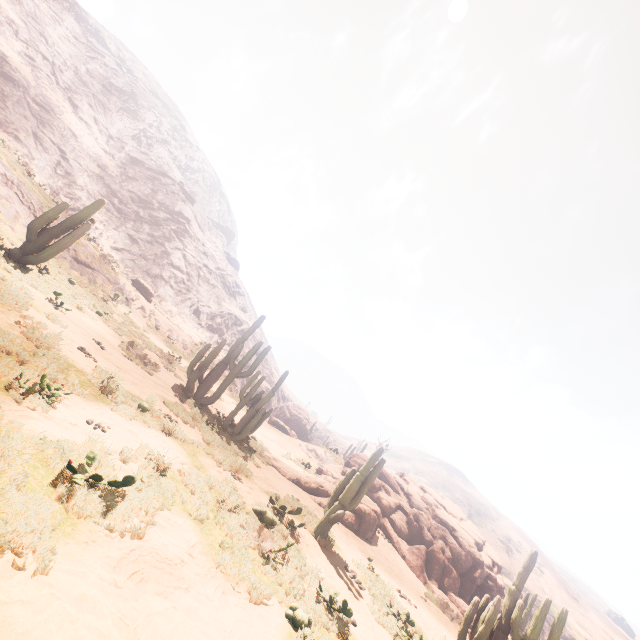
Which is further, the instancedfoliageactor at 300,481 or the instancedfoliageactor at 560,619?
the instancedfoliageactor at 300,481

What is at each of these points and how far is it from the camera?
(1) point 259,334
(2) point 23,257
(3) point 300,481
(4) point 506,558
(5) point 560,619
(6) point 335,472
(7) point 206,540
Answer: (1) z, 56.7 meters
(2) instancedfoliageactor, 12.6 meters
(3) instancedfoliageactor, 15.7 meters
(4) z, 57.0 meters
(5) instancedfoliageactor, 8.2 meters
(6) rock, 22.4 meters
(7) z, 5.5 meters

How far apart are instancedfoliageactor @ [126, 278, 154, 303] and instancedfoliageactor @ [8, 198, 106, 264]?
15.06m

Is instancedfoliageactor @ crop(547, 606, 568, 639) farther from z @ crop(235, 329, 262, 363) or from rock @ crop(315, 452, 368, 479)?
z @ crop(235, 329, 262, 363)

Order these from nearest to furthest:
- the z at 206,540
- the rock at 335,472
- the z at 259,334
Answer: the z at 206,540 < the rock at 335,472 < the z at 259,334

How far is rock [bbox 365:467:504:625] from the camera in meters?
17.4

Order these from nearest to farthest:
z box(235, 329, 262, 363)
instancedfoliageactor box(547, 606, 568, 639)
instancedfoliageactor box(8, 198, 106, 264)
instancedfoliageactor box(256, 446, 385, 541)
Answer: instancedfoliageactor box(547, 606, 568, 639), instancedfoliageactor box(256, 446, 385, 541), instancedfoliageactor box(8, 198, 106, 264), z box(235, 329, 262, 363)

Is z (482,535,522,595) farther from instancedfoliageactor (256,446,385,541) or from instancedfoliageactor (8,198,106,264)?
instancedfoliageactor (8,198,106,264)
